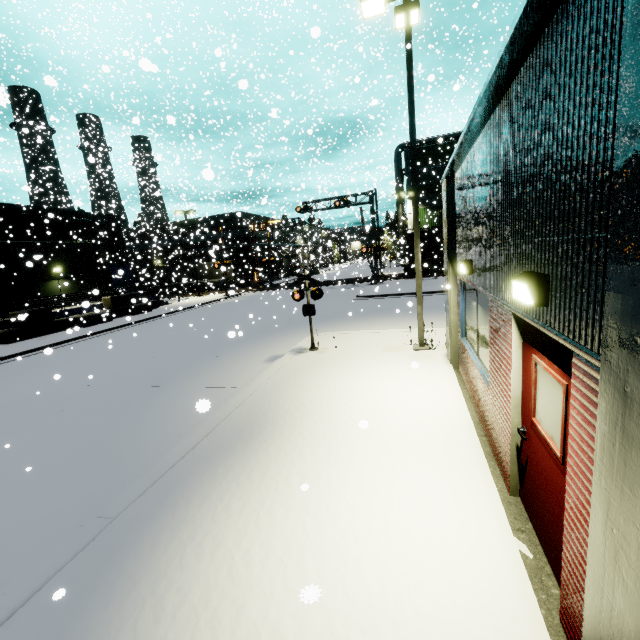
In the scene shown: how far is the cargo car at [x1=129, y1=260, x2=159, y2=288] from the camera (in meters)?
34.34

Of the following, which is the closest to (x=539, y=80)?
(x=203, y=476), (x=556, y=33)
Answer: (x=556, y=33)

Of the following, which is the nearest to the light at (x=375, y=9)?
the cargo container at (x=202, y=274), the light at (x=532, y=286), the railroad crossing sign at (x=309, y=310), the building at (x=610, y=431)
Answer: the building at (x=610, y=431)

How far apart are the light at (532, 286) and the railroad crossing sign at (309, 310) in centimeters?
772cm

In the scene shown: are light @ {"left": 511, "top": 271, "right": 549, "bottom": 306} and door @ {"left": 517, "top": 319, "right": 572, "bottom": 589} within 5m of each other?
yes

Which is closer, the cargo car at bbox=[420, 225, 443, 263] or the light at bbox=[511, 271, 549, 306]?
the light at bbox=[511, 271, 549, 306]

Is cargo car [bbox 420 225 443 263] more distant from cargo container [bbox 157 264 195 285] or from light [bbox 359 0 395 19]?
light [bbox 359 0 395 19]

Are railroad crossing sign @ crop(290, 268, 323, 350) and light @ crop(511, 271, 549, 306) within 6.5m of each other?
no
